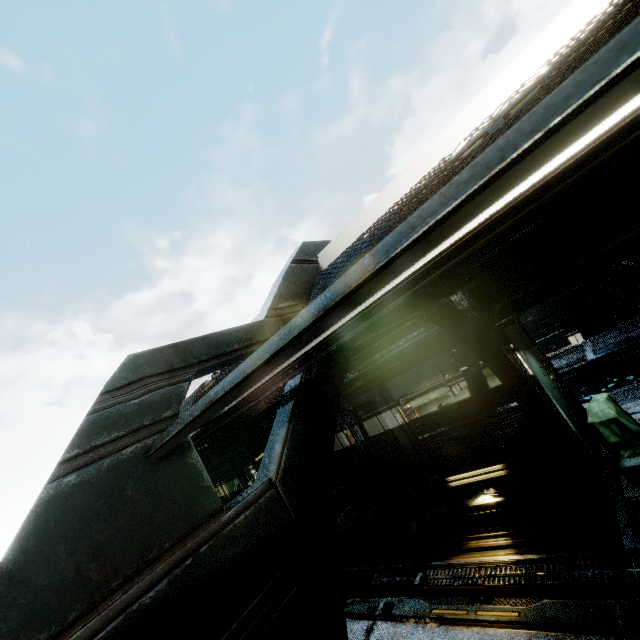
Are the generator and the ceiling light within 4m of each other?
no

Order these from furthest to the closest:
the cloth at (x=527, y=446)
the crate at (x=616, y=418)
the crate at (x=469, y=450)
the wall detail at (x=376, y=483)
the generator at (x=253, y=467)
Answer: the generator at (x=253, y=467) → the wall detail at (x=376, y=483) → the crate at (x=469, y=450) → the cloth at (x=527, y=446) → the crate at (x=616, y=418)

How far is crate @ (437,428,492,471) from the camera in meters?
6.9 m

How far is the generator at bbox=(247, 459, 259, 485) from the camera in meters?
10.8

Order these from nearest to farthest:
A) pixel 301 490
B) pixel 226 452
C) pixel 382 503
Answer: pixel 301 490 < pixel 382 503 < pixel 226 452

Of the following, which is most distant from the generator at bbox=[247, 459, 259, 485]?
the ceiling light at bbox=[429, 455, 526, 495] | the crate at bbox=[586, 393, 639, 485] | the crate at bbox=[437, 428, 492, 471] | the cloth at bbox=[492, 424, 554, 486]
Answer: the crate at bbox=[586, 393, 639, 485]

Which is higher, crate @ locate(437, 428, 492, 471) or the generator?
the generator

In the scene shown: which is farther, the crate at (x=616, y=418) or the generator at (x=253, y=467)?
the generator at (x=253, y=467)
